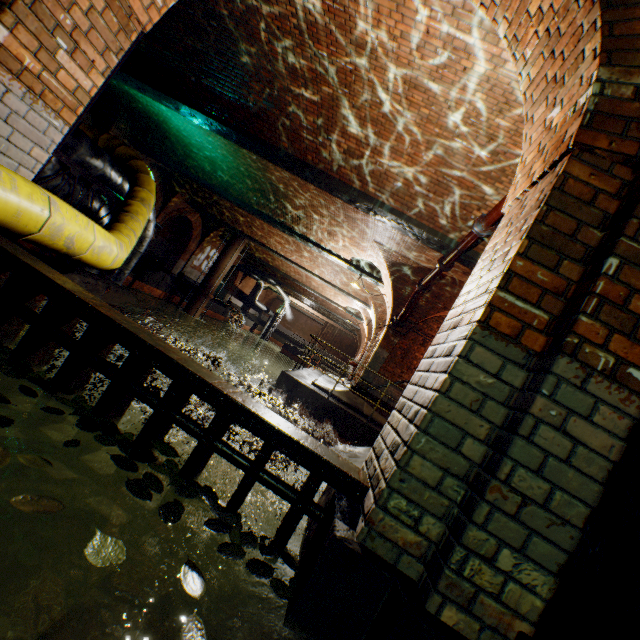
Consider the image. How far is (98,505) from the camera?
1.6m

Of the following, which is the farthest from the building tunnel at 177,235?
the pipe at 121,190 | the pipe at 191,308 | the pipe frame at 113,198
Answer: the pipe frame at 113,198

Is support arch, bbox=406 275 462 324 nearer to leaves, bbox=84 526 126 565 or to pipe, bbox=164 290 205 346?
leaves, bbox=84 526 126 565

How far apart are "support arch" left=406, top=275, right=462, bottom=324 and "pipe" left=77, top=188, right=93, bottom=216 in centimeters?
669cm

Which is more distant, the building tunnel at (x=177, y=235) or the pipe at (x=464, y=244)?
the building tunnel at (x=177, y=235)

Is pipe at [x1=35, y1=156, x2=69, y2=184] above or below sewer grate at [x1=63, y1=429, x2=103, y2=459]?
above

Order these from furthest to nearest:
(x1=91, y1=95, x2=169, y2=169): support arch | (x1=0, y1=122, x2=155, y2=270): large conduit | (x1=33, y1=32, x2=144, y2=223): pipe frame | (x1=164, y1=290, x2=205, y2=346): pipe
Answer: (x1=164, y1=290, x2=205, y2=346): pipe
(x1=91, y1=95, x2=169, y2=169): support arch
(x1=33, y1=32, x2=144, y2=223): pipe frame
(x1=0, y1=122, x2=155, y2=270): large conduit

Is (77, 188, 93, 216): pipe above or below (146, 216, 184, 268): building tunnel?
above
